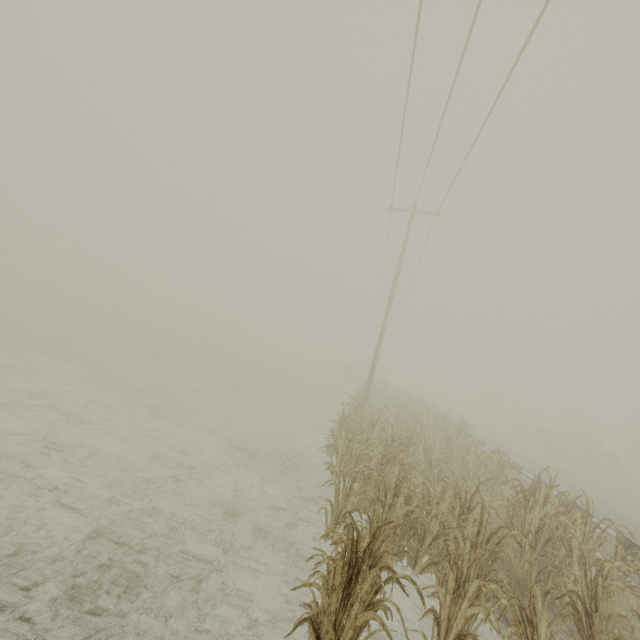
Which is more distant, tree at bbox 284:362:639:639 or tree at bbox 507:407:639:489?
tree at bbox 507:407:639:489

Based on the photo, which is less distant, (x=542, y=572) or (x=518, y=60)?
(x=542, y=572)

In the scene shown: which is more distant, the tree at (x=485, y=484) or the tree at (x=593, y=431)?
the tree at (x=593, y=431)
